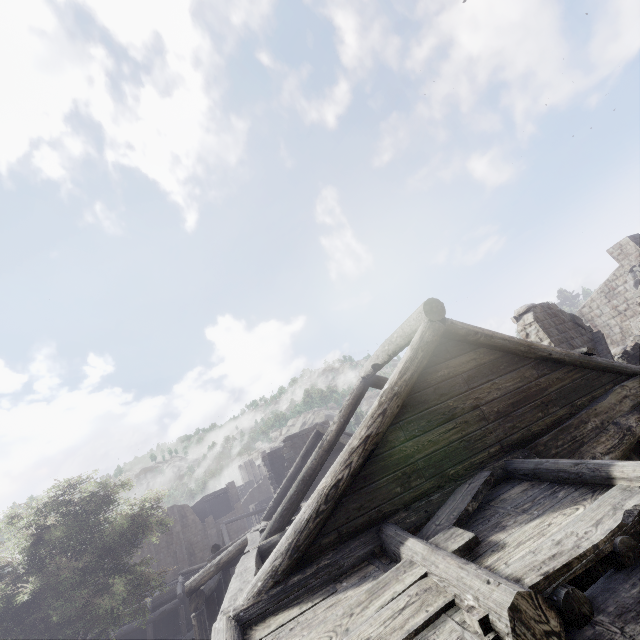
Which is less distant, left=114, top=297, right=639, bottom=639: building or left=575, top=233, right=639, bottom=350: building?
left=114, top=297, right=639, bottom=639: building

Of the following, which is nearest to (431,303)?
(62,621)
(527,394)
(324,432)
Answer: (527,394)

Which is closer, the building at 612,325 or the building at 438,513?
the building at 438,513
